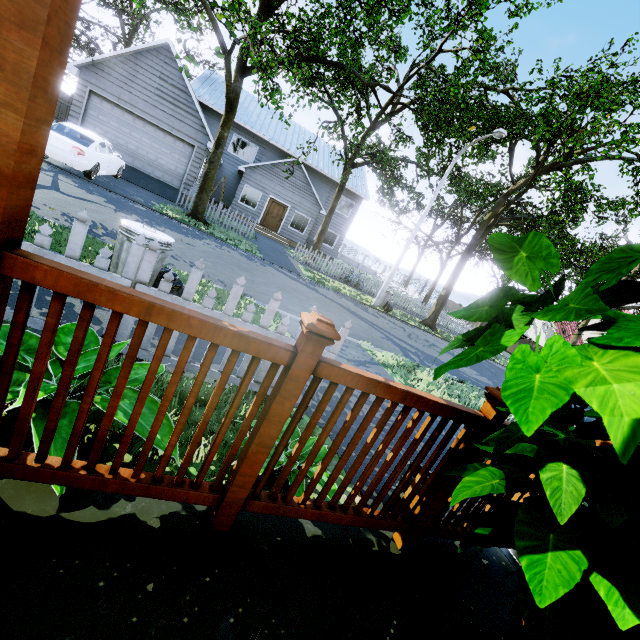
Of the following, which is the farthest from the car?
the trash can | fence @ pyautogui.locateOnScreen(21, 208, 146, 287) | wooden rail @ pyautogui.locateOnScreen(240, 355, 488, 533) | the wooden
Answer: wooden rail @ pyautogui.locateOnScreen(240, 355, 488, 533)

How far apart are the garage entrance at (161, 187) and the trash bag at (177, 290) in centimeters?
1320cm

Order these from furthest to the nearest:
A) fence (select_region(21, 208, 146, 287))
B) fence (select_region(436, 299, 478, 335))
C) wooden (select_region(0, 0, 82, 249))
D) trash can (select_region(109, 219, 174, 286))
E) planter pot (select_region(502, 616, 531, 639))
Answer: fence (select_region(436, 299, 478, 335)) → trash can (select_region(109, 219, 174, 286)) → fence (select_region(21, 208, 146, 287)) → planter pot (select_region(502, 616, 531, 639)) → wooden (select_region(0, 0, 82, 249))

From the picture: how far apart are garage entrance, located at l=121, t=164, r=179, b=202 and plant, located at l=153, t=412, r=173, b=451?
16.3m

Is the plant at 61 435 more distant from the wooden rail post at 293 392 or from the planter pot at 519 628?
the planter pot at 519 628

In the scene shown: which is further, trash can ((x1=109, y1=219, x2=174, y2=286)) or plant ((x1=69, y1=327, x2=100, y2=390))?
trash can ((x1=109, y1=219, x2=174, y2=286))

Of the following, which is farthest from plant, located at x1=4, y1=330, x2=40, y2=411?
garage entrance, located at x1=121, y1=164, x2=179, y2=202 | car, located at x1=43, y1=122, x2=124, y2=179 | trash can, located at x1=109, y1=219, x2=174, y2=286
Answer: garage entrance, located at x1=121, y1=164, x2=179, y2=202

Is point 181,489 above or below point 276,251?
above
